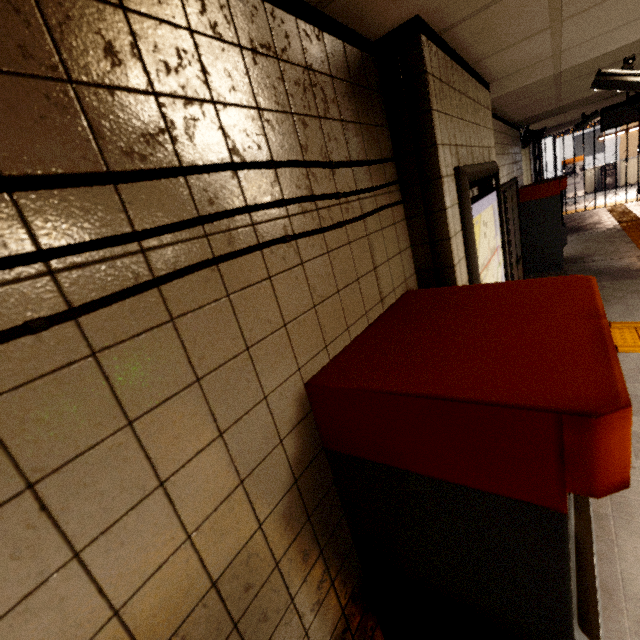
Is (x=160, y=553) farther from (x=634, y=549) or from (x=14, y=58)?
(x=634, y=549)

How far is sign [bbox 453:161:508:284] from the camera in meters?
1.7

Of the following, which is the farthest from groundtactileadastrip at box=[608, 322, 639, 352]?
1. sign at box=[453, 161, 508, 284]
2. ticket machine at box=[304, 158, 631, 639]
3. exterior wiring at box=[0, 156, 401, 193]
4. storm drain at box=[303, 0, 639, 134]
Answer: storm drain at box=[303, 0, 639, 134]

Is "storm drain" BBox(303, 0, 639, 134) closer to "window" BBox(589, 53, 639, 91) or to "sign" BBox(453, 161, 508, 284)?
"window" BBox(589, 53, 639, 91)

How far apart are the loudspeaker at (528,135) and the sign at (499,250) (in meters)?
5.42

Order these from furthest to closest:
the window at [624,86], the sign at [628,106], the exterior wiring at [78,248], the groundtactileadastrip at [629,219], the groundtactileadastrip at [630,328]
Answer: the groundtactileadastrip at [629,219] → the sign at [628,106] → the groundtactileadastrip at [630,328] → the window at [624,86] → the exterior wiring at [78,248]

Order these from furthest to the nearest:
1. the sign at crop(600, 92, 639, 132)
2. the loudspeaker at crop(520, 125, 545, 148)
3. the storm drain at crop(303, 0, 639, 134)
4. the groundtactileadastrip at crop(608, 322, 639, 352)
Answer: the loudspeaker at crop(520, 125, 545, 148), the sign at crop(600, 92, 639, 132), the groundtactileadastrip at crop(608, 322, 639, 352), the storm drain at crop(303, 0, 639, 134)

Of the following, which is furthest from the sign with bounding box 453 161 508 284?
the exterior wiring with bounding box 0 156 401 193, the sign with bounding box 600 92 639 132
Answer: the sign with bounding box 600 92 639 132
